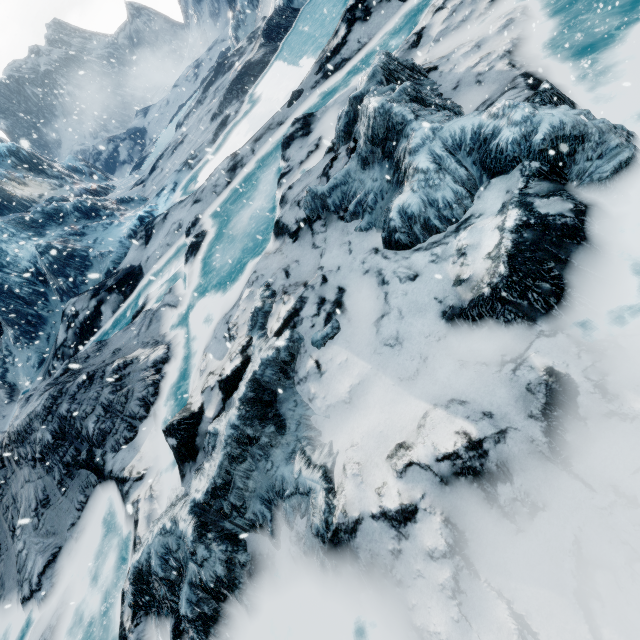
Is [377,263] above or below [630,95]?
above
